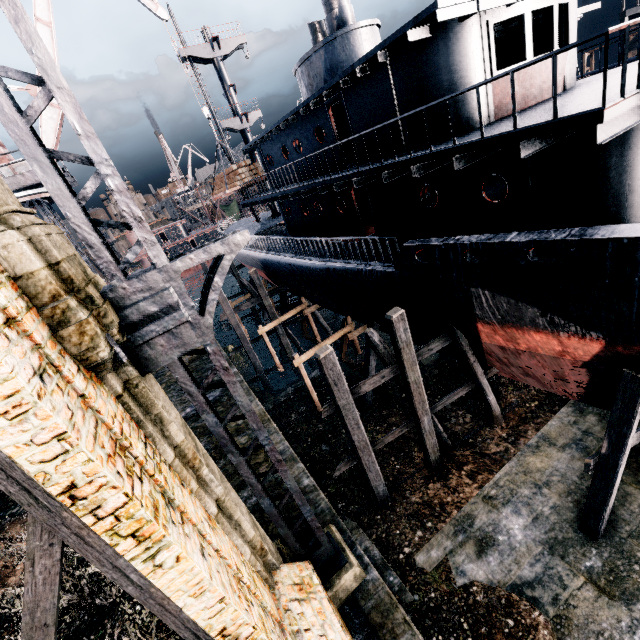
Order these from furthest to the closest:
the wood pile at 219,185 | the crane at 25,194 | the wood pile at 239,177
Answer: the wood pile at 219,185 < the wood pile at 239,177 < the crane at 25,194

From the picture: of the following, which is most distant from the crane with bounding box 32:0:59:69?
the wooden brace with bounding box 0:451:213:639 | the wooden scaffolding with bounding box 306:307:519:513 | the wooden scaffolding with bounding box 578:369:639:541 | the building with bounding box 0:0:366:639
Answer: the building with bounding box 0:0:366:639

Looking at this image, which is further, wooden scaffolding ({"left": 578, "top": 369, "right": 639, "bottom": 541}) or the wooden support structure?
the wooden support structure

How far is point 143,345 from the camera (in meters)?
5.29

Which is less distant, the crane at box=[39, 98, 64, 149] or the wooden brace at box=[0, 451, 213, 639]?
the wooden brace at box=[0, 451, 213, 639]

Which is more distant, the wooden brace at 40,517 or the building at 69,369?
the wooden brace at 40,517

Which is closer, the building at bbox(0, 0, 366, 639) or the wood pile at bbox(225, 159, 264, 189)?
the building at bbox(0, 0, 366, 639)
